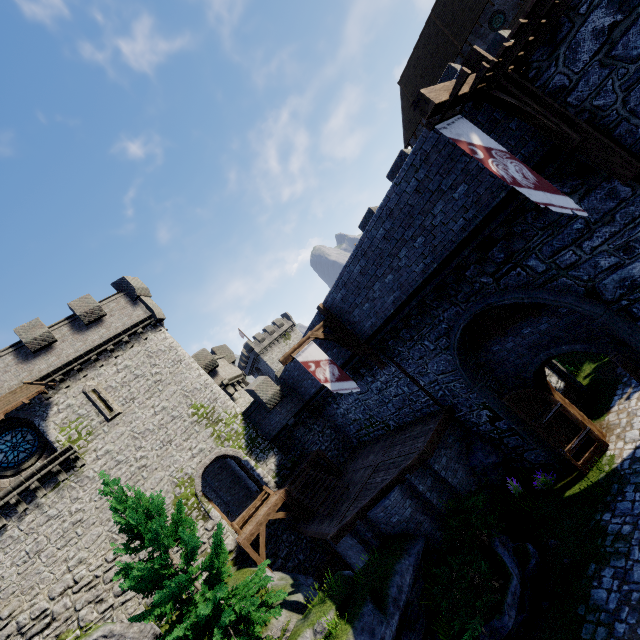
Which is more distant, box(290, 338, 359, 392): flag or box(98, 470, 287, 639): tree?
box(290, 338, 359, 392): flag

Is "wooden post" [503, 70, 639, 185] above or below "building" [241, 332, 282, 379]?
below

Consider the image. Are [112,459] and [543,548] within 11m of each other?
no

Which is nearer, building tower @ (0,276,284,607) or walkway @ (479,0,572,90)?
walkway @ (479,0,572,90)

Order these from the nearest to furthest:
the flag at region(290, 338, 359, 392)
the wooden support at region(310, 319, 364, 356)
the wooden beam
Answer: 1. the wooden beam
2. the flag at region(290, 338, 359, 392)
3. the wooden support at region(310, 319, 364, 356)

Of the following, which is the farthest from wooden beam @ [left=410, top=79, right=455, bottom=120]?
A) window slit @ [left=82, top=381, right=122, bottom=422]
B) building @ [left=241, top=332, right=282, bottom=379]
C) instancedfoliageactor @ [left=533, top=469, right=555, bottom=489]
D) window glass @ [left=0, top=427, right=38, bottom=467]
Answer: building @ [left=241, top=332, right=282, bottom=379]

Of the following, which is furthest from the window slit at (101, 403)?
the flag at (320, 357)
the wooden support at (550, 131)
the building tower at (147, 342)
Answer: the wooden support at (550, 131)

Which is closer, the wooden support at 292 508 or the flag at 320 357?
the flag at 320 357
